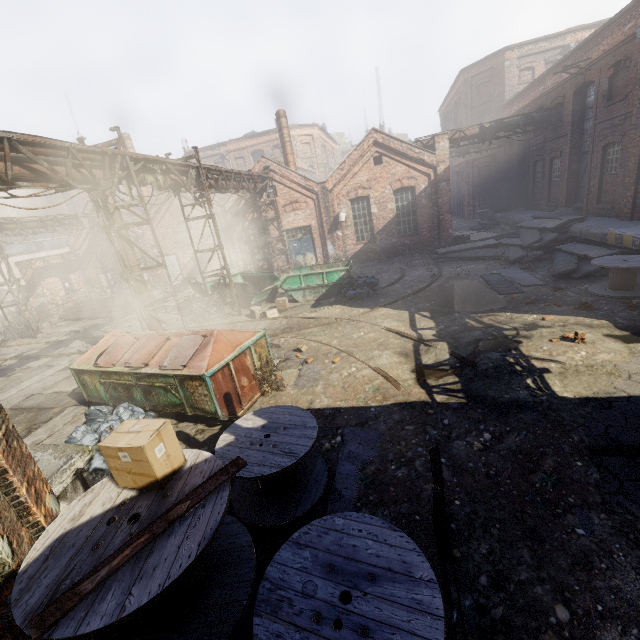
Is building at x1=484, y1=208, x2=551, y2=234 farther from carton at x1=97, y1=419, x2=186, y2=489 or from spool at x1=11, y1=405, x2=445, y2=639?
carton at x1=97, y1=419, x2=186, y2=489

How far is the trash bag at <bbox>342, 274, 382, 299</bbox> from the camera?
13.58m

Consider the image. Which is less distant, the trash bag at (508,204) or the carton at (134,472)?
the carton at (134,472)

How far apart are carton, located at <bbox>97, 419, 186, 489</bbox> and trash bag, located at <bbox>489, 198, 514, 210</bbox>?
28.8m

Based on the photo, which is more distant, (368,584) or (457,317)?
(457,317)

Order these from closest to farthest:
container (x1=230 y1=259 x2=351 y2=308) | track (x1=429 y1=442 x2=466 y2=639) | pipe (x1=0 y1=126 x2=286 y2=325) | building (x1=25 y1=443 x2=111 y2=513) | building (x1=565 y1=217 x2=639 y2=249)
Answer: track (x1=429 y1=442 x2=466 y2=639), building (x1=25 y1=443 x2=111 y2=513), pipe (x1=0 y1=126 x2=286 y2=325), building (x1=565 y1=217 x2=639 y2=249), container (x1=230 y1=259 x2=351 y2=308)

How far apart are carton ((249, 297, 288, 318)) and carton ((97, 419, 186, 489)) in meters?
10.5

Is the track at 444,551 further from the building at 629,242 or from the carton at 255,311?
the carton at 255,311
